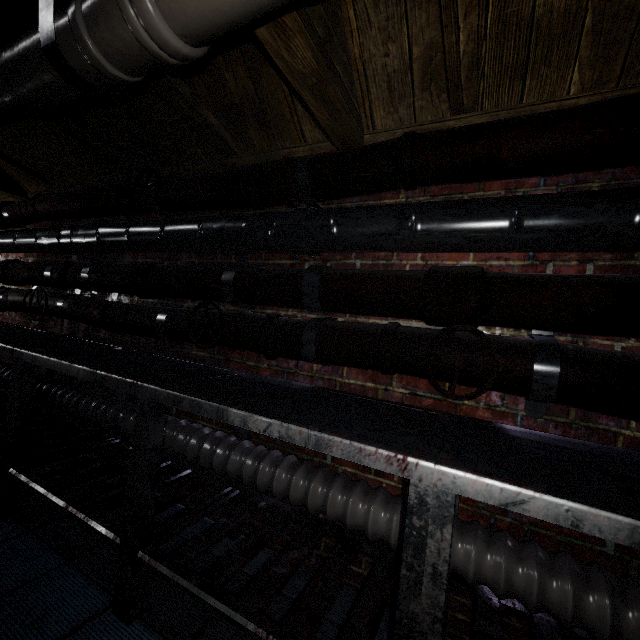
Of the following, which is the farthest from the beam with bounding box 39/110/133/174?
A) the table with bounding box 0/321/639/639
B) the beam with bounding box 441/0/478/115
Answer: the table with bounding box 0/321/639/639

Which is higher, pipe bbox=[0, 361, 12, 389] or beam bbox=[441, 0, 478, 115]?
beam bbox=[441, 0, 478, 115]

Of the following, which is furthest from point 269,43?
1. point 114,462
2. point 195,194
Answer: point 114,462

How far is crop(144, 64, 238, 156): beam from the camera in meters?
1.4

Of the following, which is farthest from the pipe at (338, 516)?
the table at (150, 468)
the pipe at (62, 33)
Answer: the pipe at (62, 33)

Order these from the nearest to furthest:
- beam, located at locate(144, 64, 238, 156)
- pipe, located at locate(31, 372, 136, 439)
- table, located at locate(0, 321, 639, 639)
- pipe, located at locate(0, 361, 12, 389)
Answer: table, located at locate(0, 321, 639, 639)
beam, located at locate(144, 64, 238, 156)
pipe, located at locate(31, 372, 136, 439)
pipe, located at locate(0, 361, 12, 389)

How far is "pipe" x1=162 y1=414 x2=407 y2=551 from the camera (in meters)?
1.18

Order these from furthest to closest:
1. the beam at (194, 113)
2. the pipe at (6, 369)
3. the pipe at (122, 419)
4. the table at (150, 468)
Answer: the pipe at (6, 369)
the pipe at (122, 419)
the beam at (194, 113)
the table at (150, 468)
